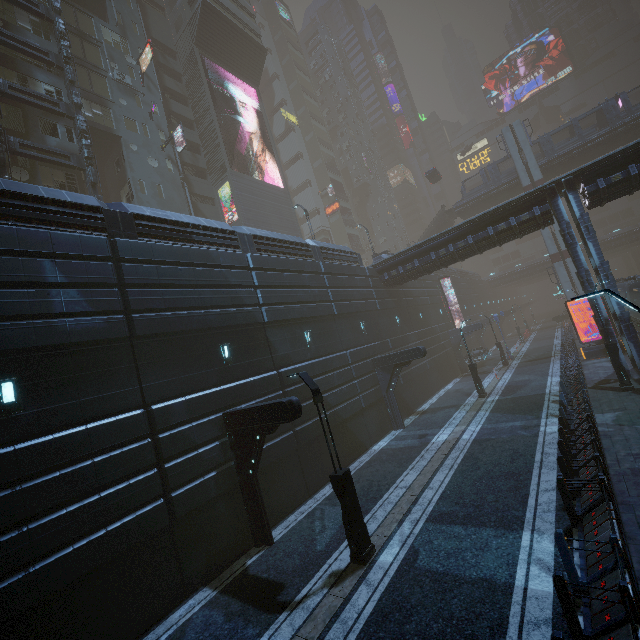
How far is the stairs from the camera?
46.19m

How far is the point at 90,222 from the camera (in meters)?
11.12

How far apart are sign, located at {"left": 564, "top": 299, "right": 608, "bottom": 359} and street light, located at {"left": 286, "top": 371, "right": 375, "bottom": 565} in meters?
25.0

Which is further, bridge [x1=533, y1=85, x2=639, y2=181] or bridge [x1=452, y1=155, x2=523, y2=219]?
bridge [x1=452, y1=155, x2=523, y2=219]

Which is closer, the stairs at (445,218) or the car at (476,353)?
the car at (476,353)

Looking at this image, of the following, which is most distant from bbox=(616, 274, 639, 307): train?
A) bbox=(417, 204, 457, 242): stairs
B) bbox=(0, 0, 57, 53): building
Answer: bbox=(417, 204, 457, 242): stairs

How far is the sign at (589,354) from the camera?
24.4 meters

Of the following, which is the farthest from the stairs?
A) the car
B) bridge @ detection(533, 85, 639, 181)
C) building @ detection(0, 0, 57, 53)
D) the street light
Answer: the street light
